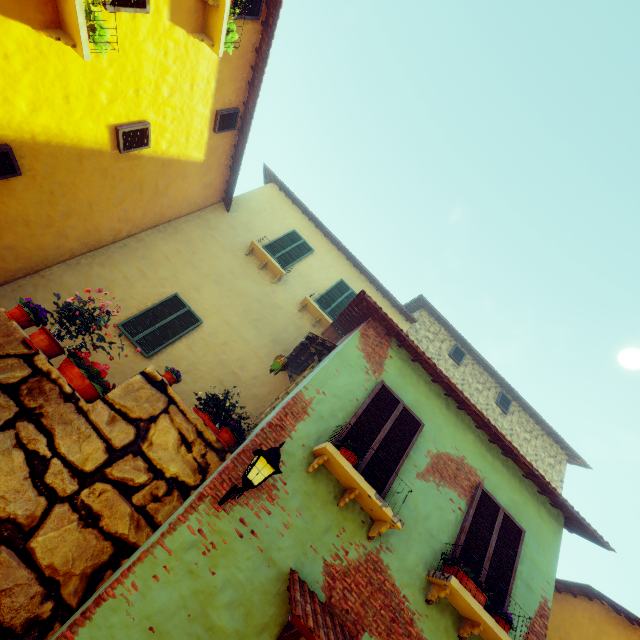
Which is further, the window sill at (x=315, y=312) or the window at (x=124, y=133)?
the window sill at (x=315, y=312)

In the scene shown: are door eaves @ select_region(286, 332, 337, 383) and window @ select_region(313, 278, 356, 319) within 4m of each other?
yes

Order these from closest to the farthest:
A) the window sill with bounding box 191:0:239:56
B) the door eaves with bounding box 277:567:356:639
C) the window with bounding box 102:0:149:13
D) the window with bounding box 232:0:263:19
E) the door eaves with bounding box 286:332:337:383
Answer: the door eaves with bounding box 277:567:356:639, the window with bounding box 102:0:149:13, the window sill with bounding box 191:0:239:56, the window with bounding box 232:0:263:19, the door eaves with bounding box 286:332:337:383

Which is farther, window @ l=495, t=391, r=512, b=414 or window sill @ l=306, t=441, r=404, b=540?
window @ l=495, t=391, r=512, b=414

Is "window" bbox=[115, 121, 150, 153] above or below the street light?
above

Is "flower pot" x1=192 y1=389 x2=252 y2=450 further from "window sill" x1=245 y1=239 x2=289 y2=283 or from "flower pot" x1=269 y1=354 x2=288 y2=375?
"window sill" x1=245 y1=239 x2=289 y2=283

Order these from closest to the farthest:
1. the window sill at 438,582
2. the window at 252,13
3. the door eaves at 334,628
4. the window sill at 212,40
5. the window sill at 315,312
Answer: the door eaves at 334,628, the window sill at 438,582, the window sill at 212,40, the window at 252,13, the window sill at 315,312

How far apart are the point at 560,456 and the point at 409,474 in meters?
10.7 m
